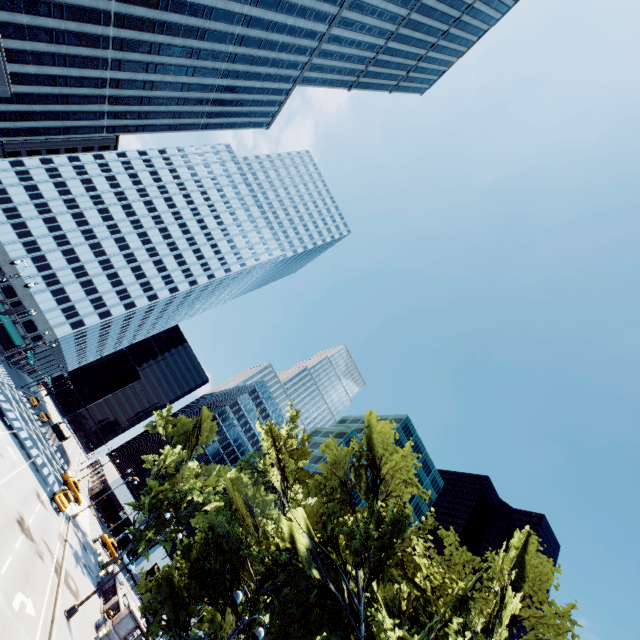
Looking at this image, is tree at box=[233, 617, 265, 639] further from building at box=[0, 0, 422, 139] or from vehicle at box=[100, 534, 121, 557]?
building at box=[0, 0, 422, 139]

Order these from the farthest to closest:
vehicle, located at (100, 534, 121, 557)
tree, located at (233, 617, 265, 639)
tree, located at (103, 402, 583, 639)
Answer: vehicle, located at (100, 534, 121, 557)
tree, located at (233, 617, 265, 639)
tree, located at (103, 402, 583, 639)

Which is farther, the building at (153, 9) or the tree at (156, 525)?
the building at (153, 9)

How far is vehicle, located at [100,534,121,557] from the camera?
48.22m

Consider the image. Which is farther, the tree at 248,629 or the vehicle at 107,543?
the vehicle at 107,543

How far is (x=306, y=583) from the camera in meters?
17.9 m

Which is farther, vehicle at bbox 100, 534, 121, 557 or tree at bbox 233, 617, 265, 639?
vehicle at bbox 100, 534, 121, 557
